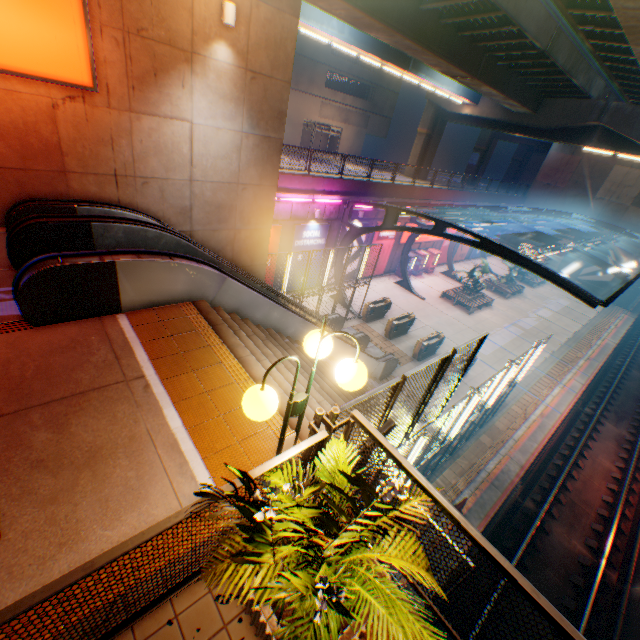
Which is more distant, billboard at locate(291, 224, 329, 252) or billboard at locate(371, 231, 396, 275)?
billboard at locate(371, 231, 396, 275)

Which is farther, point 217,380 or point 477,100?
point 477,100

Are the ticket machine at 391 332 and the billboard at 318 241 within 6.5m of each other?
yes

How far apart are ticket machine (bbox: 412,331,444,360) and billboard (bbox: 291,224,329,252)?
8.0m

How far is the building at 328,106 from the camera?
34.4 meters

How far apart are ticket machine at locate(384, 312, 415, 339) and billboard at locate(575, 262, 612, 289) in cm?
2721

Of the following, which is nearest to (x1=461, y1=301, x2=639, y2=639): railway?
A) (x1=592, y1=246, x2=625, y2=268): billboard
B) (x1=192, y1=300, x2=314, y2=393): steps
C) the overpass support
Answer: the overpass support

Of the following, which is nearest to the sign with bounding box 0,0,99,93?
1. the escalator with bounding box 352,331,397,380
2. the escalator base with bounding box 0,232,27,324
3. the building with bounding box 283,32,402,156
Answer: the escalator base with bounding box 0,232,27,324
